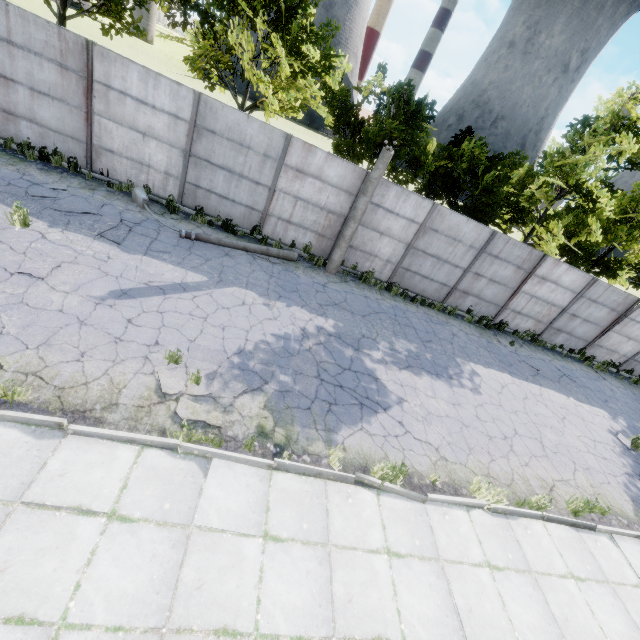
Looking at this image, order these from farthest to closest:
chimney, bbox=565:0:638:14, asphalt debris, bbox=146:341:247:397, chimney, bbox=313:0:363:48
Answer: chimney, bbox=565:0:638:14
chimney, bbox=313:0:363:48
asphalt debris, bbox=146:341:247:397

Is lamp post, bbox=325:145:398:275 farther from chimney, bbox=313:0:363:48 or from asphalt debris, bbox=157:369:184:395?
chimney, bbox=313:0:363:48

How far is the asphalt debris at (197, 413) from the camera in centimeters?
537cm

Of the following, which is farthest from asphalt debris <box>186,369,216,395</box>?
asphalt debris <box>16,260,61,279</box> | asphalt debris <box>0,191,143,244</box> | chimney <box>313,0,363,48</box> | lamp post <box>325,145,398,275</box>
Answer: chimney <box>313,0,363,48</box>

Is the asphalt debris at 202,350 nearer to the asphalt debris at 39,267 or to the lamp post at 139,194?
the asphalt debris at 39,267

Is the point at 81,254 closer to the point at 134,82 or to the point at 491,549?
the point at 134,82

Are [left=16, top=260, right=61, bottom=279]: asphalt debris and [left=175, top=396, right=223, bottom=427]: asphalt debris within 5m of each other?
yes
